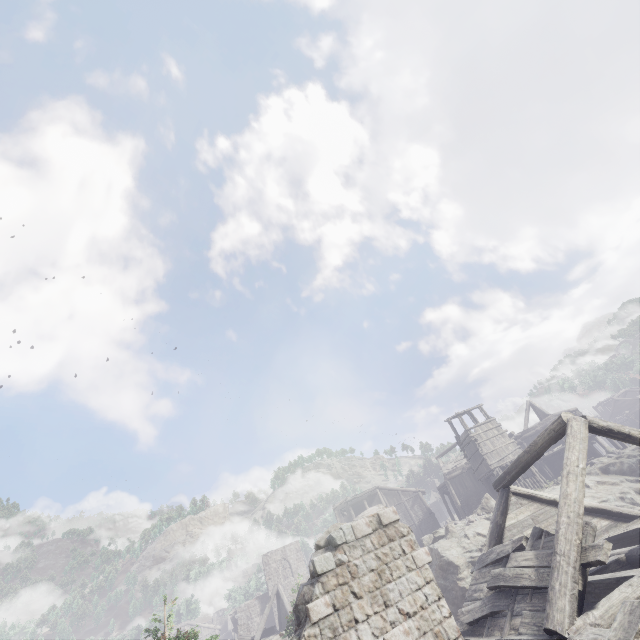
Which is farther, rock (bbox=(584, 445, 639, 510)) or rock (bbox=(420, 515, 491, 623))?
rock (bbox=(584, 445, 639, 510))

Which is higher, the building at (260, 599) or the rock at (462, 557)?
the building at (260, 599)

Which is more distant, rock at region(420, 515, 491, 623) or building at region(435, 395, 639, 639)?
rock at region(420, 515, 491, 623)

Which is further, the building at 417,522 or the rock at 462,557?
the building at 417,522

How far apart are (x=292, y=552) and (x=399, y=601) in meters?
53.8

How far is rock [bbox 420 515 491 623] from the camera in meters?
18.3 m

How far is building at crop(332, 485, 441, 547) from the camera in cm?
4266

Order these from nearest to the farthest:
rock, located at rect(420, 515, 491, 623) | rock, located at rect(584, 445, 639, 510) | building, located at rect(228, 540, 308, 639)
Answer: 1. rock, located at rect(420, 515, 491, 623)
2. rock, located at rect(584, 445, 639, 510)
3. building, located at rect(228, 540, 308, 639)
